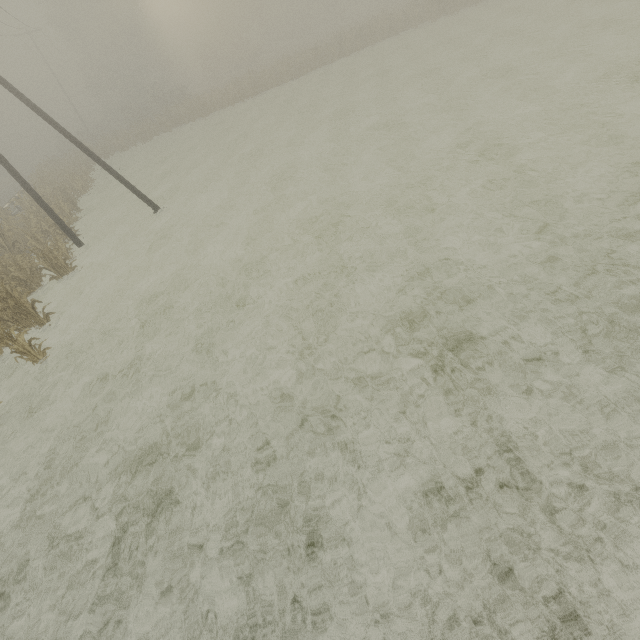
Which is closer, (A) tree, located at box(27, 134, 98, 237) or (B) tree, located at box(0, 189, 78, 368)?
(B) tree, located at box(0, 189, 78, 368)

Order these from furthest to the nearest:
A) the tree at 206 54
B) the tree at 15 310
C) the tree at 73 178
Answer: the tree at 206 54, the tree at 73 178, the tree at 15 310

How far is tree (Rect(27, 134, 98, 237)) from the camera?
→ 18.39m

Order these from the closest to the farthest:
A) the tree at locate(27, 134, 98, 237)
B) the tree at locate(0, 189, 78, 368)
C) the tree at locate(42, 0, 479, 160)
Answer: the tree at locate(0, 189, 78, 368), the tree at locate(27, 134, 98, 237), the tree at locate(42, 0, 479, 160)

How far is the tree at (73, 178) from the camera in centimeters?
1839cm

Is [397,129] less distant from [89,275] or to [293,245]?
[293,245]
